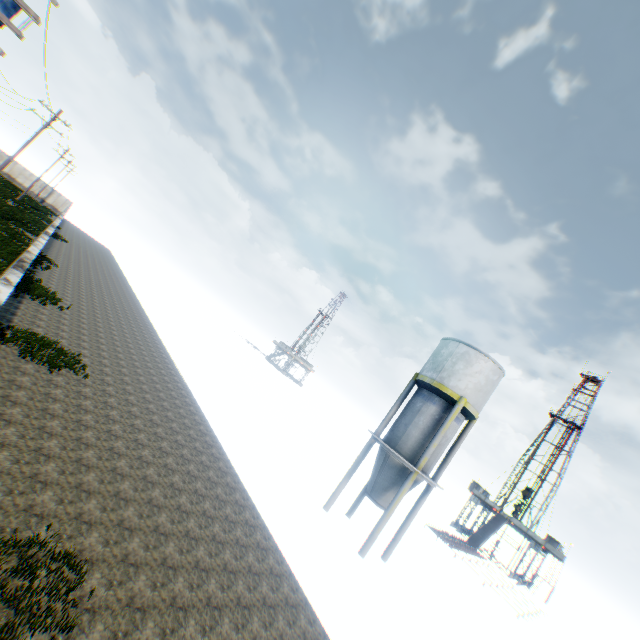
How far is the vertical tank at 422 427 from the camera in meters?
17.4 m

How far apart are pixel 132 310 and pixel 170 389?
16.53m

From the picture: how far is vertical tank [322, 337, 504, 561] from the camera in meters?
17.4

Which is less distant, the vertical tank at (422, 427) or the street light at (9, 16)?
the street light at (9, 16)

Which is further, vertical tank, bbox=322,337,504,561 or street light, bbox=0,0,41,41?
vertical tank, bbox=322,337,504,561
